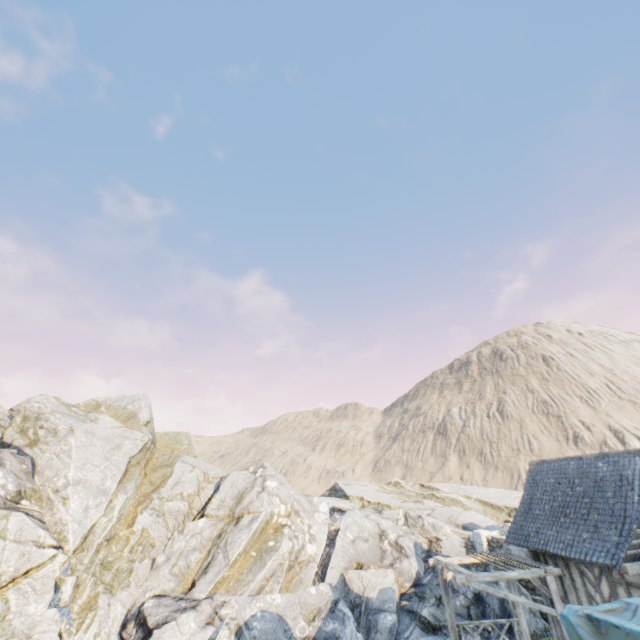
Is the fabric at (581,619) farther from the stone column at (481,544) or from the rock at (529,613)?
the stone column at (481,544)

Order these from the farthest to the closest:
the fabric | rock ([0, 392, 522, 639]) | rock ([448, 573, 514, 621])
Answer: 1. rock ([448, 573, 514, 621])
2. rock ([0, 392, 522, 639])
3. the fabric

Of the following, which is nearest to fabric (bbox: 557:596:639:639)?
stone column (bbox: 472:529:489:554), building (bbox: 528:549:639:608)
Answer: building (bbox: 528:549:639:608)

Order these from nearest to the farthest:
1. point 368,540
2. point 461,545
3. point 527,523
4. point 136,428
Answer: point 527,523 < point 368,540 < point 461,545 < point 136,428

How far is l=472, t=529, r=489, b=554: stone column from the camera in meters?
17.7

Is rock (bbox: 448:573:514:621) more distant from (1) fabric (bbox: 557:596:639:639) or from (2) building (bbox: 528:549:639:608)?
(1) fabric (bbox: 557:596:639:639)

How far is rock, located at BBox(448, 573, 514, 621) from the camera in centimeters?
1356cm

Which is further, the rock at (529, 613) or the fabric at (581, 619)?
the rock at (529, 613)
